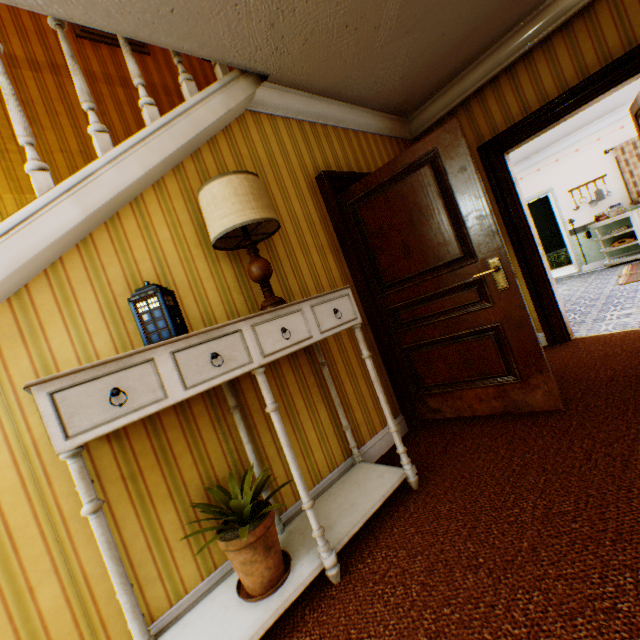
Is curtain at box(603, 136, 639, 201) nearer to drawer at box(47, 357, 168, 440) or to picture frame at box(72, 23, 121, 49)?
picture frame at box(72, 23, 121, 49)

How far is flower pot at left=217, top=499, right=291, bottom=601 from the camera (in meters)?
1.45

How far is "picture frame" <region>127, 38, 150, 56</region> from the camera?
3.8m

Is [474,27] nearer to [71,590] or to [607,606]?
[607,606]

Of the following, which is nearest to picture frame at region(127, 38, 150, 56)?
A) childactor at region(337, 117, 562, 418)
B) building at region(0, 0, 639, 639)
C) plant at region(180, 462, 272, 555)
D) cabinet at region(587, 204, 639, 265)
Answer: building at region(0, 0, 639, 639)

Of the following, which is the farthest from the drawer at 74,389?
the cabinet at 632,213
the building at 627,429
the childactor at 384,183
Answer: the cabinet at 632,213

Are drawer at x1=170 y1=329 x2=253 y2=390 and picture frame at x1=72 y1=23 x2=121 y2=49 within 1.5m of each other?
no

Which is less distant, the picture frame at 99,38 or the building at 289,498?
the building at 289,498
